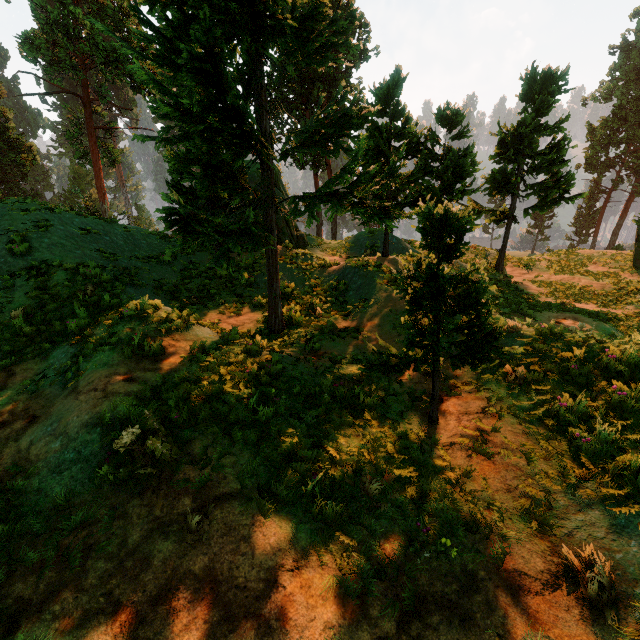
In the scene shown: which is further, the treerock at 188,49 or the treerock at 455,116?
the treerock at 455,116

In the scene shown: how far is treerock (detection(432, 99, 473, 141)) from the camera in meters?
12.3 m

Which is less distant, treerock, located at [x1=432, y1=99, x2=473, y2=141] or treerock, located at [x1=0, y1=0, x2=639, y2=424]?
treerock, located at [x1=0, y1=0, x2=639, y2=424]

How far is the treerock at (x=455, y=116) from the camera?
12.3m

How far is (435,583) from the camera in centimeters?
330cm
